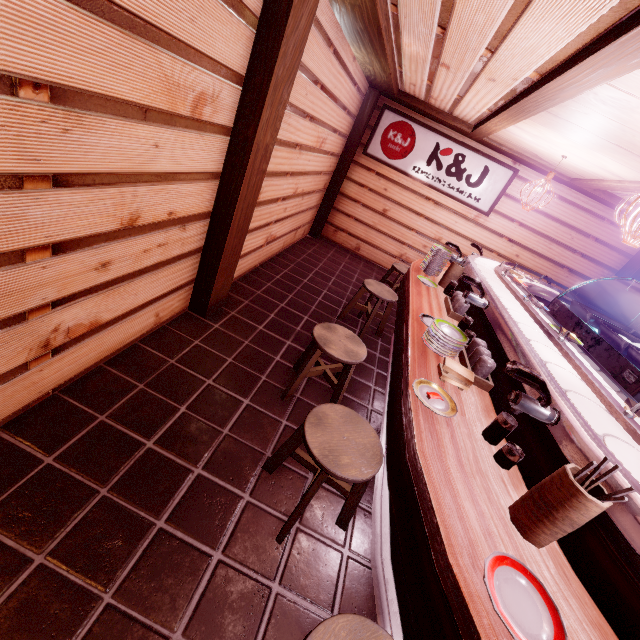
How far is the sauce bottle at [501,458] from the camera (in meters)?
2.77

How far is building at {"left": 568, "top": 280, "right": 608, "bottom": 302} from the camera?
11.4m

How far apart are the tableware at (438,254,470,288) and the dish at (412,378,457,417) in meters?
4.2

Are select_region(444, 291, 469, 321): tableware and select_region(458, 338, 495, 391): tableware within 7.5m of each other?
yes

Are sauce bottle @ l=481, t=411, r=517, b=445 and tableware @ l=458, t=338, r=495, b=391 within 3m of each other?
yes

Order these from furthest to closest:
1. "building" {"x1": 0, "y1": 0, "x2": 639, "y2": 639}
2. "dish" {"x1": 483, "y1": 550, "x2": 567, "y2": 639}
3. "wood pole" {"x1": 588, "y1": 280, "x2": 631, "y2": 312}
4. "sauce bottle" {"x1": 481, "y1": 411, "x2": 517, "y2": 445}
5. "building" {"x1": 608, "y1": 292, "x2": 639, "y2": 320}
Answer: "wood pole" {"x1": 588, "y1": 280, "x2": 631, "y2": 312} → "building" {"x1": 608, "y1": 292, "x2": 639, "y2": 320} → "sauce bottle" {"x1": 481, "y1": 411, "x2": 517, "y2": 445} → "building" {"x1": 0, "y1": 0, "x2": 639, "y2": 639} → "dish" {"x1": 483, "y1": 550, "x2": 567, "y2": 639}

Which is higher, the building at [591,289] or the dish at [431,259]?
the building at [591,289]

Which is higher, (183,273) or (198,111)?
(198,111)
